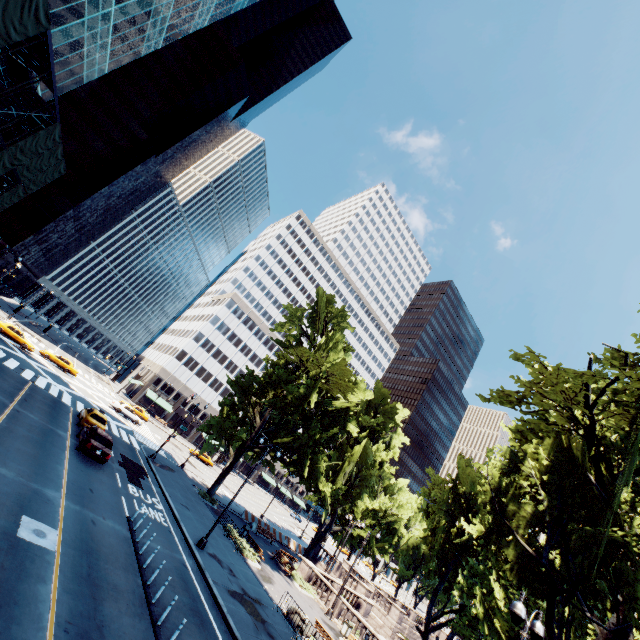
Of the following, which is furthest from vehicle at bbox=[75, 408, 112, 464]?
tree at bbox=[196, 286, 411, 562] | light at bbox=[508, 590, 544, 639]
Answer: light at bbox=[508, 590, 544, 639]

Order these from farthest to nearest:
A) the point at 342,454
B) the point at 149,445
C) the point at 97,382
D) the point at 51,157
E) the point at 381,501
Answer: the point at 97,382
the point at 342,454
the point at 381,501
the point at 149,445
the point at 51,157

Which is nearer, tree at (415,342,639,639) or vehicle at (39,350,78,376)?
tree at (415,342,639,639)

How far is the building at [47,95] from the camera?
25.7 meters

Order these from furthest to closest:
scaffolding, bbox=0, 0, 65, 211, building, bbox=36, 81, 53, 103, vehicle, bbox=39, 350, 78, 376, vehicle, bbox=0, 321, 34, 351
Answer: vehicle, bbox=39, 350, 78, 376
vehicle, bbox=0, 321, 34, 351
building, bbox=36, 81, 53, 103
scaffolding, bbox=0, 0, 65, 211

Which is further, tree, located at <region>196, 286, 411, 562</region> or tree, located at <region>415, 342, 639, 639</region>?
tree, located at <region>196, 286, 411, 562</region>

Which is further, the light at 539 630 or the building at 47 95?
the building at 47 95

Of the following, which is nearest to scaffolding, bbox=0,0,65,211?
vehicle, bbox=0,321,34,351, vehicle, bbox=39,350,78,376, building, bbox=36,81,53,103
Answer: building, bbox=36,81,53,103
